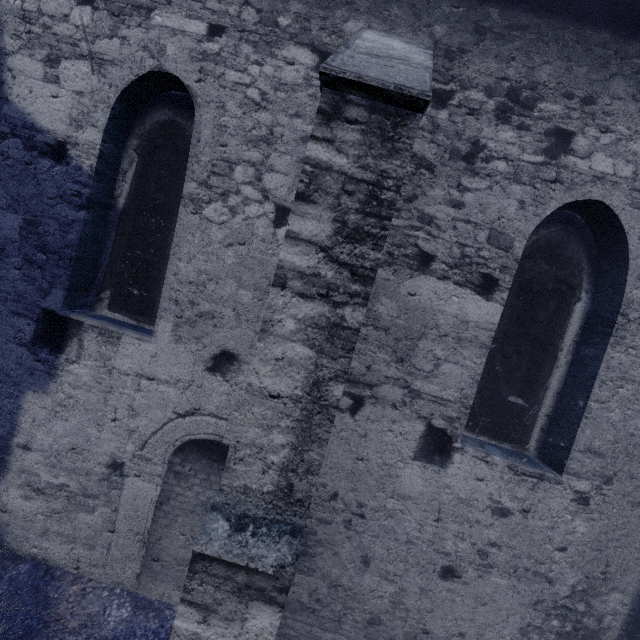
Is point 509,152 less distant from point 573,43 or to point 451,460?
point 573,43
